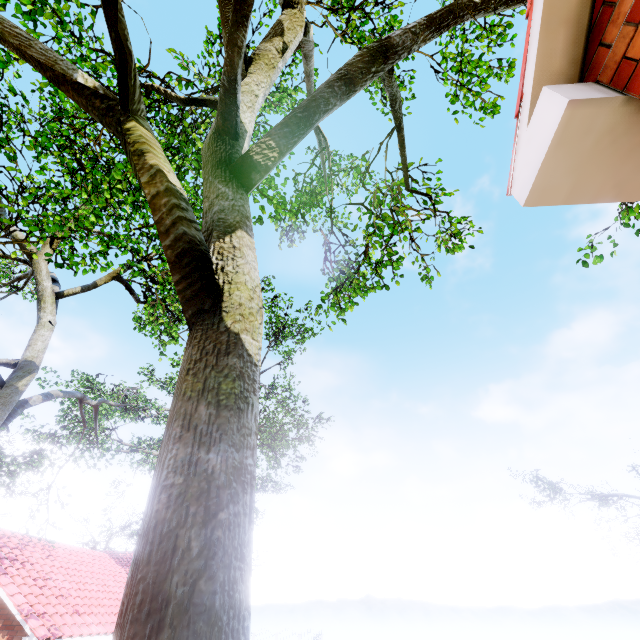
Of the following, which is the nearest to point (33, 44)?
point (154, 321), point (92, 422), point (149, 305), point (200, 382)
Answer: point (200, 382)
